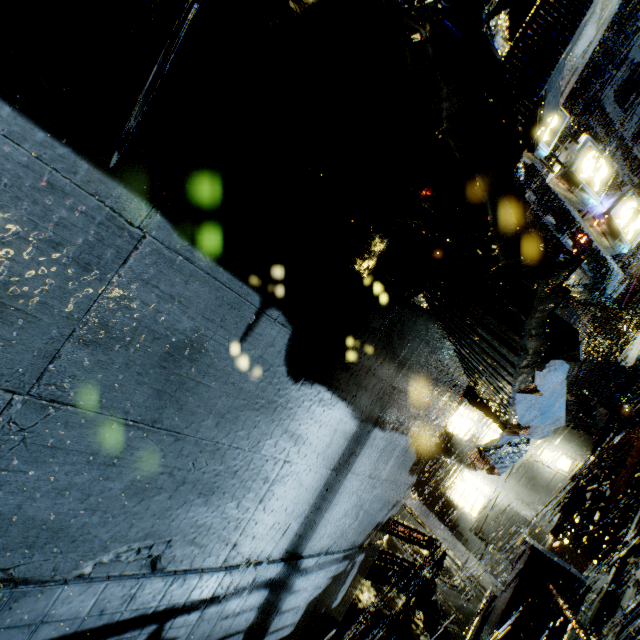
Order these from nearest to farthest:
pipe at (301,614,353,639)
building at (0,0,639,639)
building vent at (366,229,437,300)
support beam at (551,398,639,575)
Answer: building at (0,0,639,639) < building vent at (366,229,437,300) < pipe at (301,614,353,639) < support beam at (551,398,639,575)

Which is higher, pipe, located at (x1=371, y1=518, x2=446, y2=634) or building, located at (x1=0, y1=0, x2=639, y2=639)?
building, located at (x1=0, y1=0, x2=639, y2=639)

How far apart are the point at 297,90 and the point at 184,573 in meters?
3.7

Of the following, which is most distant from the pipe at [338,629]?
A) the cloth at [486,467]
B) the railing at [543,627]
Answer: the cloth at [486,467]

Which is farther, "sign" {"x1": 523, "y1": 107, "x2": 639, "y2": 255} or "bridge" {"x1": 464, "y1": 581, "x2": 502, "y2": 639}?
"sign" {"x1": 523, "y1": 107, "x2": 639, "y2": 255}

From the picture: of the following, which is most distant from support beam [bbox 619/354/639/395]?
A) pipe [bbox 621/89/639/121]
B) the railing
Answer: pipe [bbox 621/89/639/121]

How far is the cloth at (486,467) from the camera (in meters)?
2.68

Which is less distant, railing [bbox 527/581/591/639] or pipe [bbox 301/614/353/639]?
railing [bbox 527/581/591/639]
